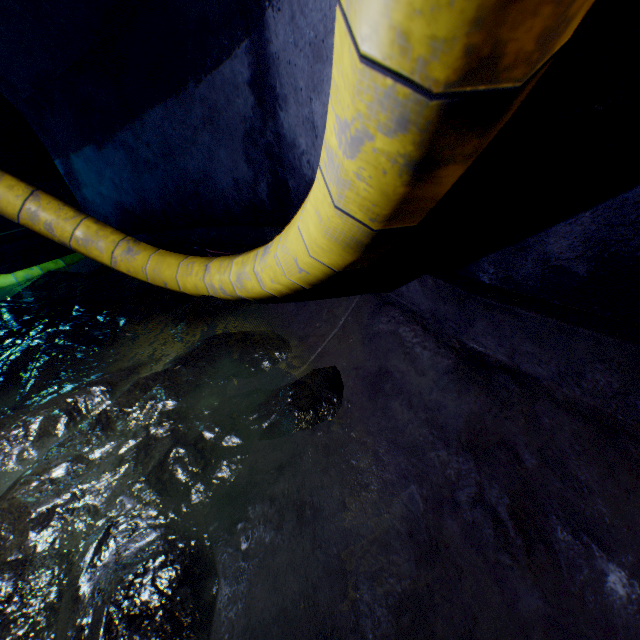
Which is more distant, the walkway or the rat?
the walkway

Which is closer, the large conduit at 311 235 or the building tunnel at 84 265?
the large conduit at 311 235

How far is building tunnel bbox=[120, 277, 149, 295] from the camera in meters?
4.7

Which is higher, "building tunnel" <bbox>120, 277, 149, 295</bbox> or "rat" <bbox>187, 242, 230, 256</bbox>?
"rat" <bbox>187, 242, 230, 256</bbox>

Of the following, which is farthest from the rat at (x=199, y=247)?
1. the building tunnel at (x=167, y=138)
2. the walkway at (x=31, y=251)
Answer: the walkway at (x=31, y=251)

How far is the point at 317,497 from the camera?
1.2m

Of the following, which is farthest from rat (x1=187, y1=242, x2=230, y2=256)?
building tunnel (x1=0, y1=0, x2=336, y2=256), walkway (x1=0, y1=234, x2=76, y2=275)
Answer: walkway (x1=0, y1=234, x2=76, y2=275)
